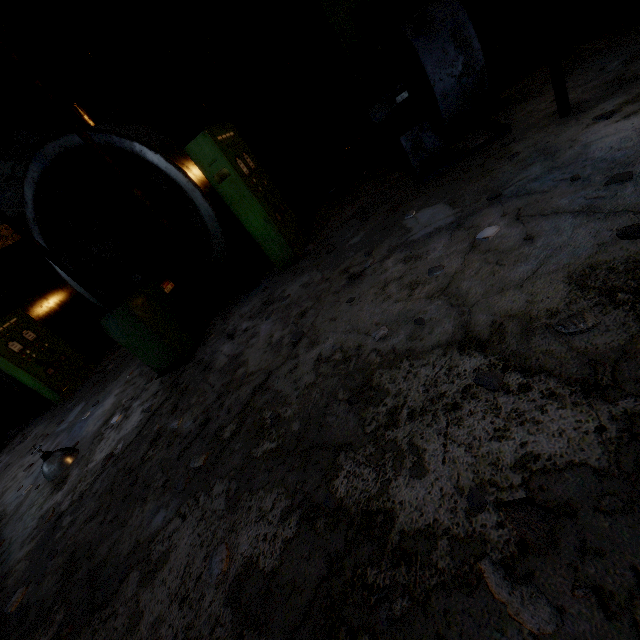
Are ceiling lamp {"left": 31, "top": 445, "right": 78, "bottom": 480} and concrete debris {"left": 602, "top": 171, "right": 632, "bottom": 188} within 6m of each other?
no

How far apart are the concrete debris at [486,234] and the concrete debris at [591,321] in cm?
135

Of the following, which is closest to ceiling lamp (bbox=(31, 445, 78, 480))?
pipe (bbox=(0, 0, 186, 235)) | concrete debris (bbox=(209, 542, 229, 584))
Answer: concrete debris (bbox=(209, 542, 229, 584))

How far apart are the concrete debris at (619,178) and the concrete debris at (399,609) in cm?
324

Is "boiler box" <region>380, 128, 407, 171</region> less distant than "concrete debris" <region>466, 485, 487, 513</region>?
No

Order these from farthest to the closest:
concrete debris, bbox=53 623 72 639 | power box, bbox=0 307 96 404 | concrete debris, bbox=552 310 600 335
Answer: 1. power box, bbox=0 307 96 404
2. concrete debris, bbox=53 623 72 639
3. concrete debris, bbox=552 310 600 335

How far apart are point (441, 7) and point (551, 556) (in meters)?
5.63

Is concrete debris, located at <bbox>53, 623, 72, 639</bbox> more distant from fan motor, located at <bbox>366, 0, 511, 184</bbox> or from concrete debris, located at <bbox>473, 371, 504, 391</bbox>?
fan motor, located at <bbox>366, 0, 511, 184</bbox>
